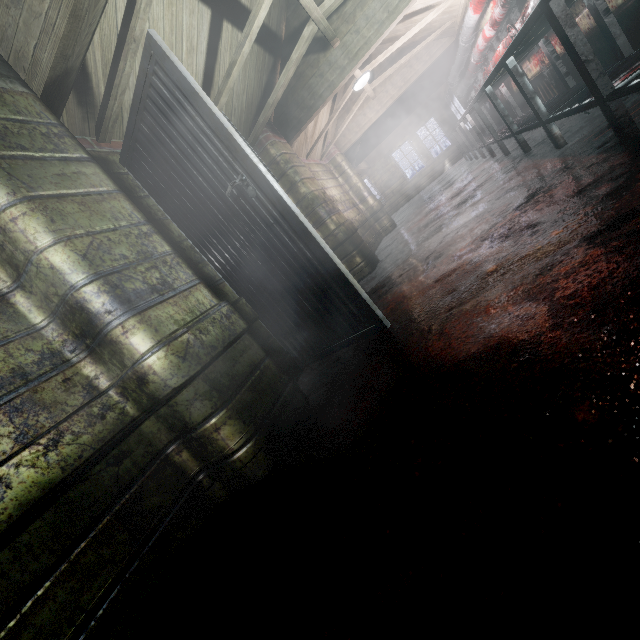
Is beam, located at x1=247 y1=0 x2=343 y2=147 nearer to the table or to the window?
the table

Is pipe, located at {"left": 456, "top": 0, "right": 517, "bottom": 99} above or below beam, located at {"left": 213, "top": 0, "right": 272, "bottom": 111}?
below

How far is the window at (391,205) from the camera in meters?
13.0

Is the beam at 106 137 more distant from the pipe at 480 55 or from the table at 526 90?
the table at 526 90

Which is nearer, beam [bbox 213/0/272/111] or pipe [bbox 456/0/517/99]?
beam [bbox 213/0/272/111]

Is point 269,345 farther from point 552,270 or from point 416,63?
point 416,63

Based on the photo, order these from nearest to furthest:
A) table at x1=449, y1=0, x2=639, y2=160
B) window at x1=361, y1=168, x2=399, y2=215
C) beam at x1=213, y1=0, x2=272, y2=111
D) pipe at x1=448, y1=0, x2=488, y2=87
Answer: table at x1=449, y1=0, x2=639, y2=160 < beam at x1=213, y1=0, x2=272, y2=111 < pipe at x1=448, y1=0, x2=488, y2=87 < window at x1=361, y1=168, x2=399, y2=215

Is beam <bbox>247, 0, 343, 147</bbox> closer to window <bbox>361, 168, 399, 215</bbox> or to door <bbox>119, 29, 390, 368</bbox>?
door <bbox>119, 29, 390, 368</bbox>
